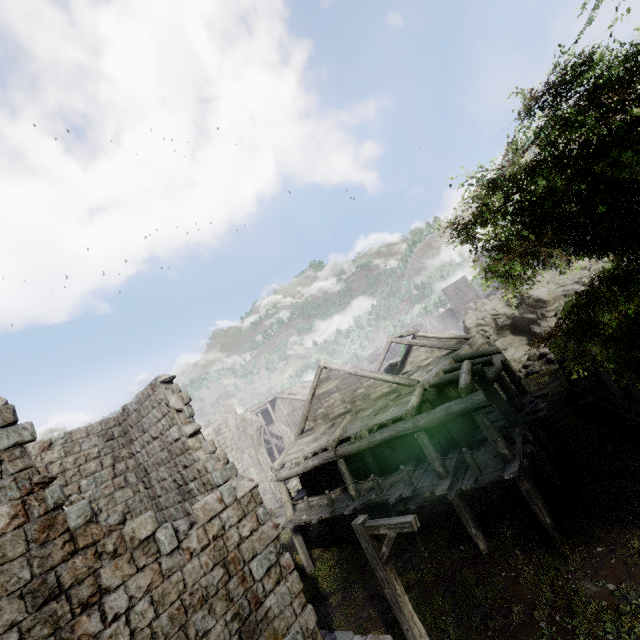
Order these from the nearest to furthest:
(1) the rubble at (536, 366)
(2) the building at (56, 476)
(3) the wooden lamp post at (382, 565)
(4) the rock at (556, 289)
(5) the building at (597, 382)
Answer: (2) the building at (56, 476)
(3) the wooden lamp post at (382, 565)
(5) the building at (597, 382)
(1) the rubble at (536, 366)
(4) the rock at (556, 289)

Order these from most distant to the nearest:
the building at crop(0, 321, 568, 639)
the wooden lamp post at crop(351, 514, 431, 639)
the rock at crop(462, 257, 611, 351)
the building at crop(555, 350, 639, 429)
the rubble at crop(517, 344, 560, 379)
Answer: the rock at crop(462, 257, 611, 351), the rubble at crop(517, 344, 560, 379), the building at crop(555, 350, 639, 429), the wooden lamp post at crop(351, 514, 431, 639), the building at crop(0, 321, 568, 639)

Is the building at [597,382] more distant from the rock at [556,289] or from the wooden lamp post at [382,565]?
the wooden lamp post at [382,565]

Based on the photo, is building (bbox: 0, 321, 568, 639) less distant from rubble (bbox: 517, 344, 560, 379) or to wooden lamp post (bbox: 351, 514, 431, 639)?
rubble (bbox: 517, 344, 560, 379)

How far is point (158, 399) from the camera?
9.9 meters

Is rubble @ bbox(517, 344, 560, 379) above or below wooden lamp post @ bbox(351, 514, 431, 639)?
below

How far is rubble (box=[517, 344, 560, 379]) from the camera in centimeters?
2421cm
